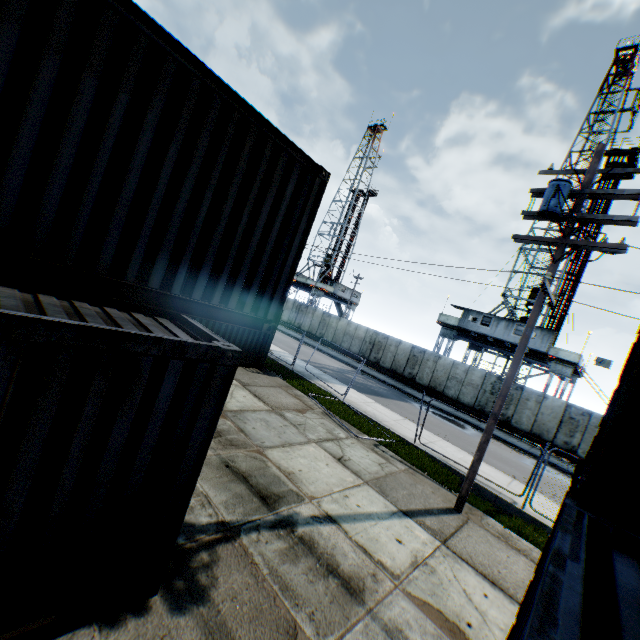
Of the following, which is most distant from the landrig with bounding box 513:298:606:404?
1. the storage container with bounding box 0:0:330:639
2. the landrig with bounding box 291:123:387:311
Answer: the storage container with bounding box 0:0:330:639

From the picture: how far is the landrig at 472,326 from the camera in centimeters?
2659cm

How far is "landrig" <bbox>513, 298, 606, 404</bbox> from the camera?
24.5 meters

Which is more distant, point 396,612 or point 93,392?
point 396,612

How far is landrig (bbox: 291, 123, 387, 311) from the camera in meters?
49.0 m

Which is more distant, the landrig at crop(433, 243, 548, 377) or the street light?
the landrig at crop(433, 243, 548, 377)

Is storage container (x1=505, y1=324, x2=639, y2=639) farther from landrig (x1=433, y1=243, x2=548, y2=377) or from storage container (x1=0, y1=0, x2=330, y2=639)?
landrig (x1=433, y1=243, x2=548, y2=377)

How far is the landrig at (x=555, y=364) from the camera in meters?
24.5
